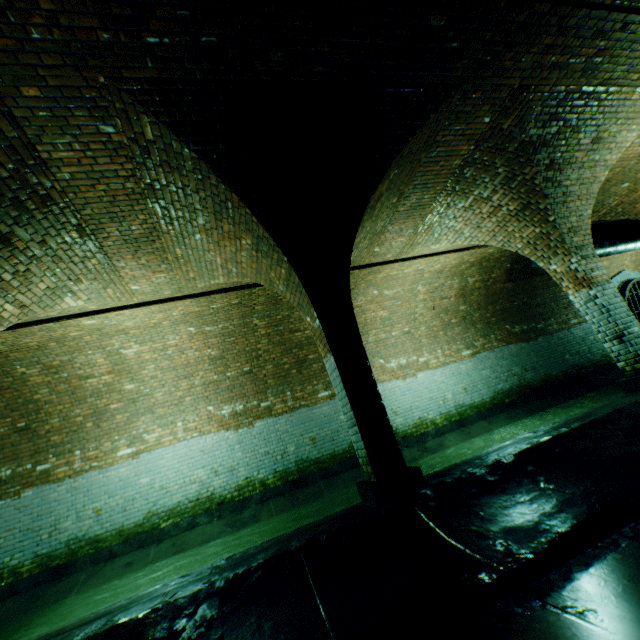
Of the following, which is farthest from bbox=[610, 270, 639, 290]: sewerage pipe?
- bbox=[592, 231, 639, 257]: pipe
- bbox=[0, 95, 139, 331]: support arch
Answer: bbox=[0, 95, 139, 331]: support arch

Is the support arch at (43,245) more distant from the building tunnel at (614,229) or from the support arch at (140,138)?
the support arch at (140,138)

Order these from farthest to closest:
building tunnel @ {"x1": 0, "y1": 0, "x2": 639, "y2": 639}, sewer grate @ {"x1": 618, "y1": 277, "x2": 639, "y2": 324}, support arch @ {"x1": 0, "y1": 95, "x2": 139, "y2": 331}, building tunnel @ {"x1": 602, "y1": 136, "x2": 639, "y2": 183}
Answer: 1. sewer grate @ {"x1": 618, "y1": 277, "x2": 639, "y2": 324}
2. building tunnel @ {"x1": 602, "y1": 136, "x2": 639, "y2": 183}
3. support arch @ {"x1": 0, "y1": 95, "x2": 139, "y2": 331}
4. building tunnel @ {"x1": 0, "y1": 0, "x2": 639, "y2": 639}

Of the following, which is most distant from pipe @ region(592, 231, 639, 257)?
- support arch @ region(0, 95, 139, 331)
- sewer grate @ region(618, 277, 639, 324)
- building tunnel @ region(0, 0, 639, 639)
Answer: support arch @ region(0, 95, 139, 331)

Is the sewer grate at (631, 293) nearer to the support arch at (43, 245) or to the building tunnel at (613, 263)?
the building tunnel at (613, 263)

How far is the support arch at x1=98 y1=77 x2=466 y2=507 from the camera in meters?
3.4

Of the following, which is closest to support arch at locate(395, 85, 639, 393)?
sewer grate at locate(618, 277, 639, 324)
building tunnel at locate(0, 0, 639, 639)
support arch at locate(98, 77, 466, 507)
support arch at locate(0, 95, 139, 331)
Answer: building tunnel at locate(0, 0, 639, 639)

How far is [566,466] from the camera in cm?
351
